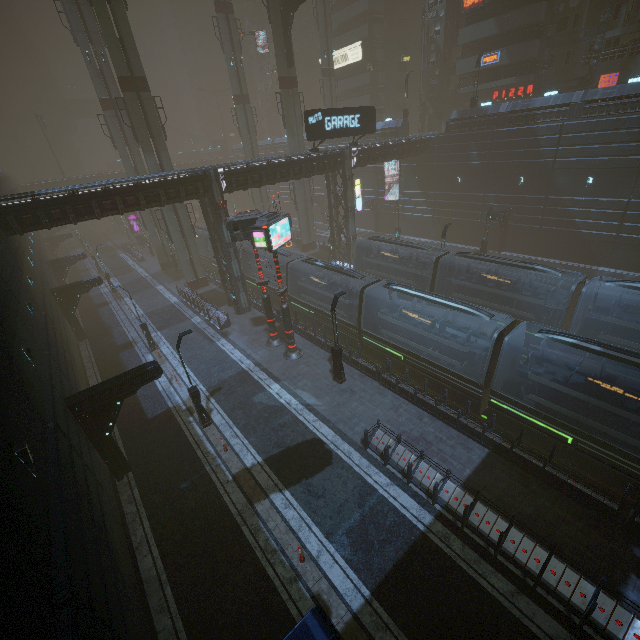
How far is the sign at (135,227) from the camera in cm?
5295

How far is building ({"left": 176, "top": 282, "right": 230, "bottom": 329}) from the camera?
27.02m

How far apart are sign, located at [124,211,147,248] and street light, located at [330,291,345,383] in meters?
50.1

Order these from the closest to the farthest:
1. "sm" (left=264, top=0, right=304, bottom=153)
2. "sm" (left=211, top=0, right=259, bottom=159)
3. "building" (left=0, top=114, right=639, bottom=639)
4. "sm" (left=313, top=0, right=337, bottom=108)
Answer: "building" (left=0, top=114, right=639, bottom=639)
"sm" (left=264, top=0, right=304, bottom=153)
"sm" (left=211, top=0, right=259, bottom=159)
"sm" (left=313, top=0, right=337, bottom=108)

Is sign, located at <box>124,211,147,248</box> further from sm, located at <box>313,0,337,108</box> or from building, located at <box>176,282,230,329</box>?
sm, located at <box>313,0,337,108</box>

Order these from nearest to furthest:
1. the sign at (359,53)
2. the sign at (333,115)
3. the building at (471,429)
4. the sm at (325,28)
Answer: the building at (471,429), the sign at (333,115), the sm at (325,28), the sign at (359,53)

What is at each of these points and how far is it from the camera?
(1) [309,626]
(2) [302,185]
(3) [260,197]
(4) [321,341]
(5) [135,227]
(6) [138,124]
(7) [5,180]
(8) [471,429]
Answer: (1) building, 6.08m
(2) sm, 39.94m
(3) sm, 47.94m
(4) building, 22.56m
(5) sign, 54.00m
(6) sm, 27.61m
(7) building, 40.94m
(8) building, 14.80m

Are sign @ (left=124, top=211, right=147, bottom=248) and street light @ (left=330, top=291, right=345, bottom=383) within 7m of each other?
no
